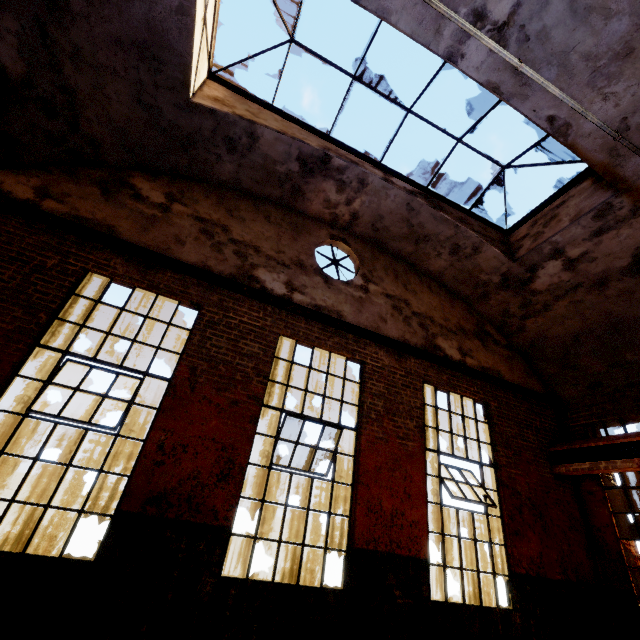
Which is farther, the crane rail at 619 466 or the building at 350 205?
the crane rail at 619 466

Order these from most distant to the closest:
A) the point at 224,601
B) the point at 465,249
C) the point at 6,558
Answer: the point at 465,249, the point at 224,601, the point at 6,558

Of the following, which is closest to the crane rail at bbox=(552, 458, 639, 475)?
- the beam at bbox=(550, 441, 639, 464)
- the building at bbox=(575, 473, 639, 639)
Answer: the beam at bbox=(550, 441, 639, 464)

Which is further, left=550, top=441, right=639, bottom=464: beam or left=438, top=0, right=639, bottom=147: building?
left=550, top=441, right=639, bottom=464: beam

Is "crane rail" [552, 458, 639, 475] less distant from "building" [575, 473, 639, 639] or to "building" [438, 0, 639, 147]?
"building" [438, 0, 639, 147]

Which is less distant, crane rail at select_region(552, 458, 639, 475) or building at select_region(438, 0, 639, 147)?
building at select_region(438, 0, 639, 147)

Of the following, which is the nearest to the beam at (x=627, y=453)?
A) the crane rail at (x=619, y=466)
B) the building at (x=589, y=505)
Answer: the crane rail at (x=619, y=466)

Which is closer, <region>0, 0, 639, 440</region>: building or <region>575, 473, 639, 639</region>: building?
<region>0, 0, 639, 440</region>: building
